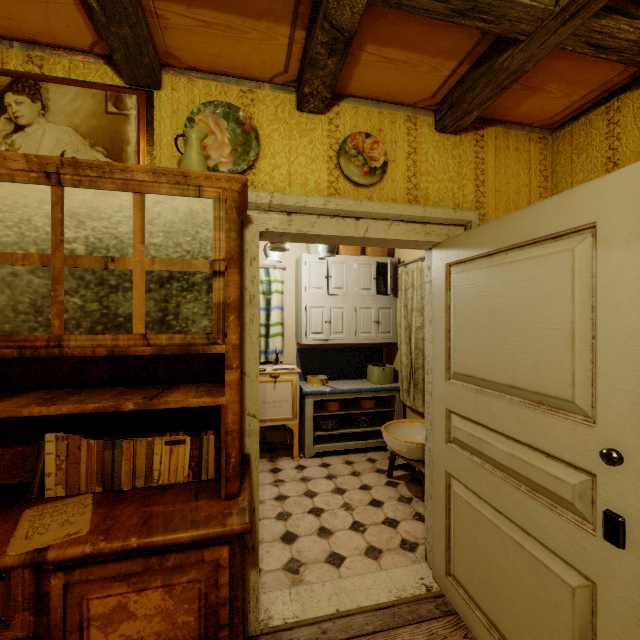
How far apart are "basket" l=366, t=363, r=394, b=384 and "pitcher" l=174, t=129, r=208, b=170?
3.2m

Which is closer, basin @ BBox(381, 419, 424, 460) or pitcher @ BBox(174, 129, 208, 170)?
pitcher @ BBox(174, 129, 208, 170)

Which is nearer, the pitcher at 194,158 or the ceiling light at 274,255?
the pitcher at 194,158

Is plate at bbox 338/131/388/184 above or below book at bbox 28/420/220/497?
above

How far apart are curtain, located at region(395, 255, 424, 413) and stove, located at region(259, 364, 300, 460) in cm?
128

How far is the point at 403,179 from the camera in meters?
1.9

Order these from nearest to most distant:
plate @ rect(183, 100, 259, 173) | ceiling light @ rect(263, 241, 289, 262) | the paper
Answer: the paper
plate @ rect(183, 100, 259, 173)
ceiling light @ rect(263, 241, 289, 262)

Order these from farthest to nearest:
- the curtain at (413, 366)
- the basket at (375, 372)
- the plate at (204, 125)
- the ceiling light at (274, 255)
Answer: the basket at (375, 372), the curtain at (413, 366), the ceiling light at (274, 255), the plate at (204, 125)
